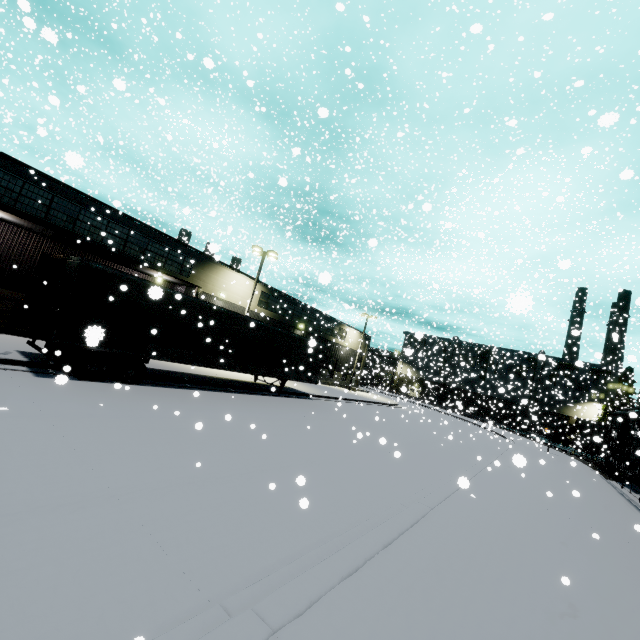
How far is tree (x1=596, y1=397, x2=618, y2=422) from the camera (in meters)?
38.13

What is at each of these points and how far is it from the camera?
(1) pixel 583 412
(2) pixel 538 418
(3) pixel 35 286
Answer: (1) building, 60.0 meters
(2) coal car, 48.5 meters
(3) semi trailer door, 10.8 meters

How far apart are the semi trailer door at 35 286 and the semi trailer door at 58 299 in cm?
49

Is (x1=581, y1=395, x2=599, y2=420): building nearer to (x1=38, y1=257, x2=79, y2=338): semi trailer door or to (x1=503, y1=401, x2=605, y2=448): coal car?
(x1=503, y1=401, x2=605, y2=448): coal car

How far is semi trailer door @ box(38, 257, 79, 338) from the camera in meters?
10.1

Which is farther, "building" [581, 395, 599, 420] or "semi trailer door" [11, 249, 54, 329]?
"building" [581, 395, 599, 420]

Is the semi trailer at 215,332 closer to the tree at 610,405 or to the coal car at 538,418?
the coal car at 538,418

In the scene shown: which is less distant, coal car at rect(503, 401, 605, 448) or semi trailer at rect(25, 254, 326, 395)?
semi trailer at rect(25, 254, 326, 395)
